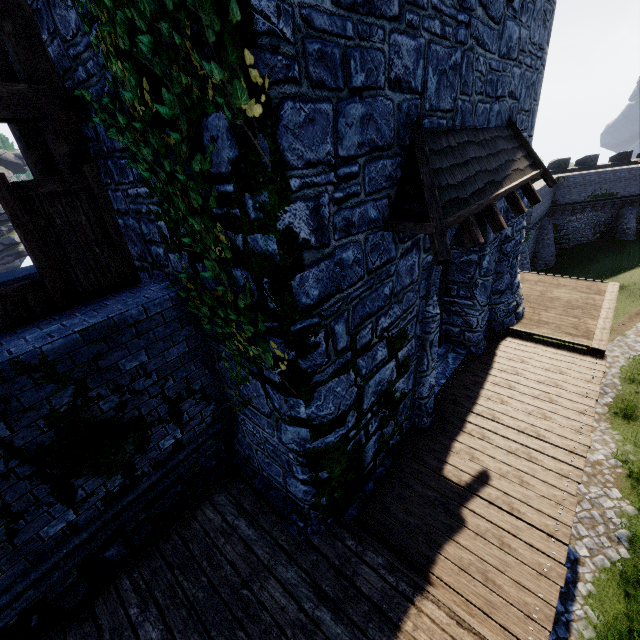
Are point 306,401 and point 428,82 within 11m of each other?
yes

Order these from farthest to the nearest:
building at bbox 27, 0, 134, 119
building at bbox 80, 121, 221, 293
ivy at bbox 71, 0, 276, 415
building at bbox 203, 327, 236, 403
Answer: building at bbox 203, 327, 236, 403 < building at bbox 80, 121, 221, 293 < building at bbox 27, 0, 134, 119 < ivy at bbox 71, 0, 276, 415

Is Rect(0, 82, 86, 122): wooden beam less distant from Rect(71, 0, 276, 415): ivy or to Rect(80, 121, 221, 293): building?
Rect(80, 121, 221, 293): building

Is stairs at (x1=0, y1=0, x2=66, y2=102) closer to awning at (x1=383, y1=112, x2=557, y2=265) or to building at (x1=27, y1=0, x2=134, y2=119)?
building at (x1=27, y1=0, x2=134, y2=119)

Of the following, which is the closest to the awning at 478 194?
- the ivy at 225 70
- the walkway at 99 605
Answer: the ivy at 225 70

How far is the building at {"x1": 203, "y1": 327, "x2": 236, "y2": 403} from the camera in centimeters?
481cm

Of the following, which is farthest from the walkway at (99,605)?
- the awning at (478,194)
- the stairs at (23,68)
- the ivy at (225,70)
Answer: the awning at (478,194)

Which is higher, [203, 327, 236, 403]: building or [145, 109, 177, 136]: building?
[145, 109, 177, 136]: building
